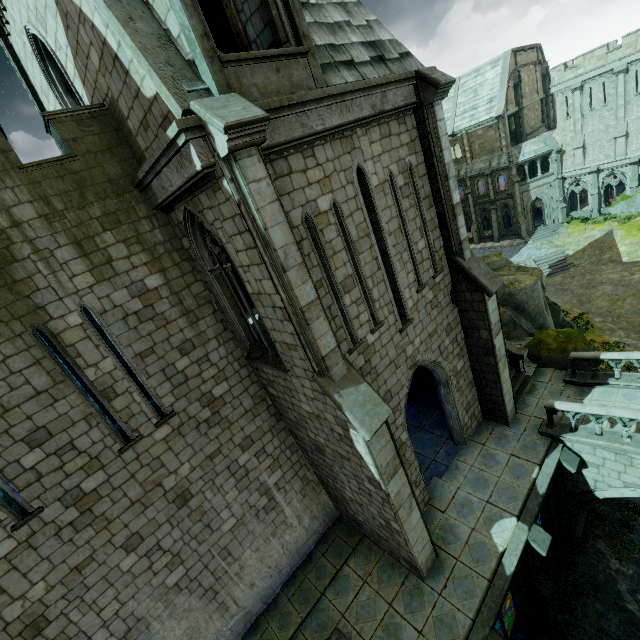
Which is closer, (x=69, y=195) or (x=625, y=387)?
(x=69, y=195)

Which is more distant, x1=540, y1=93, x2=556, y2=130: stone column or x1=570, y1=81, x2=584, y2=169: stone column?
x1=540, y1=93, x2=556, y2=130: stone column

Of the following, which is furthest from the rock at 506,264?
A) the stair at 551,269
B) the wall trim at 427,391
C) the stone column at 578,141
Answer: the stone column at 578,141

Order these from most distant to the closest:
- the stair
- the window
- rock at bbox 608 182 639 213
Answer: the window, rock at bbox 608 182 639 213, the stair

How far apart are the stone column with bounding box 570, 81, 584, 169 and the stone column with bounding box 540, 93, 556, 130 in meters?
12.7

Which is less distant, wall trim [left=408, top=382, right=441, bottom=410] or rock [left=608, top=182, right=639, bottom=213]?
wall trim [left=408, top=382, right=441, bottom=410]

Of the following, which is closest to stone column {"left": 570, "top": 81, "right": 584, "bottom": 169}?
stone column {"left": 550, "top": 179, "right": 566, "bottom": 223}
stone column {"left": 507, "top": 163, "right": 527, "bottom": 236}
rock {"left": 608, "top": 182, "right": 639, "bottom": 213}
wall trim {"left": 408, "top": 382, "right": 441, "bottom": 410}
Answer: stone column {"left": 550, "top": 179, "right": 566, "bottom": 223}

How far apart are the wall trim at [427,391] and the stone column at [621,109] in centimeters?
3746cm
